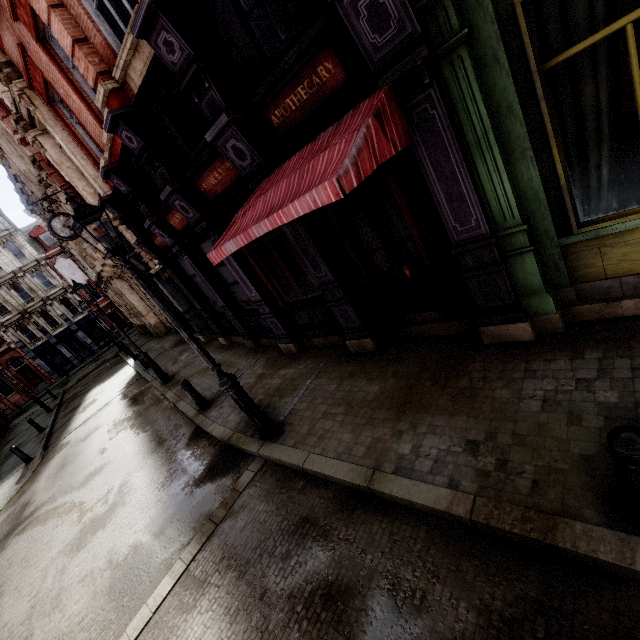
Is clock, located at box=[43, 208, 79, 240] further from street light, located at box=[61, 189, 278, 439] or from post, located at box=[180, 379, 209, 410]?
street light, located at box=[61, 189, 278, 439]

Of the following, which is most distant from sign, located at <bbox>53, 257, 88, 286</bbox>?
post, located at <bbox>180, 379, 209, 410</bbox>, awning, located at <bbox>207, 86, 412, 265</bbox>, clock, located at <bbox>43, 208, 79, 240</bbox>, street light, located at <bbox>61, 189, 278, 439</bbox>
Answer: awning, located at <bbox>207, 86, 412, 265</bbox>

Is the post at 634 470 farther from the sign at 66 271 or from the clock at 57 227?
the sign at 66 271

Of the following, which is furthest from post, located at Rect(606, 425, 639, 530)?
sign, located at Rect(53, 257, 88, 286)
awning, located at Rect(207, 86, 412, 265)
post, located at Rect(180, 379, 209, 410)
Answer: sign, located at Rect(53, 257, 88, 286)

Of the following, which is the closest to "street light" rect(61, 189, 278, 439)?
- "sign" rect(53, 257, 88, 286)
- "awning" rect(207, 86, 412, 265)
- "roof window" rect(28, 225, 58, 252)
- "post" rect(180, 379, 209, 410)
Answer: "awning" rect(207, 86, 412, 265)

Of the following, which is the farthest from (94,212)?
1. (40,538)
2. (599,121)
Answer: (40,538)

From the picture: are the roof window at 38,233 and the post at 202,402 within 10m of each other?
no

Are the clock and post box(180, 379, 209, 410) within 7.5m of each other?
no
